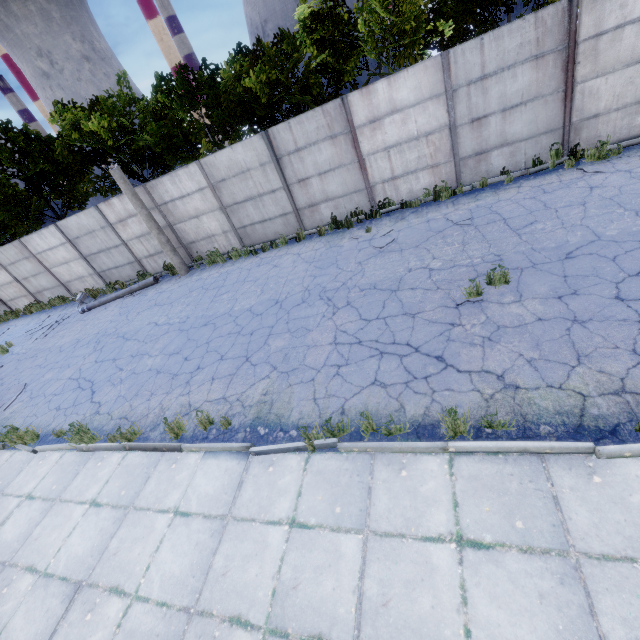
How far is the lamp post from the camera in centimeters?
1192cm

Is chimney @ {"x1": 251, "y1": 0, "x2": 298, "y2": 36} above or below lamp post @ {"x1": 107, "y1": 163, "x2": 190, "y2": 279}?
above

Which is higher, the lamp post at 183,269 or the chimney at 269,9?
the chimney at 269,9

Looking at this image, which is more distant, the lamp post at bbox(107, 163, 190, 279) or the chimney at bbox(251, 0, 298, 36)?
the chimney at bbox(251, 0, 298, 36)

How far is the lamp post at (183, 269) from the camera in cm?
1192

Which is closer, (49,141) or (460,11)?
(460,11)
